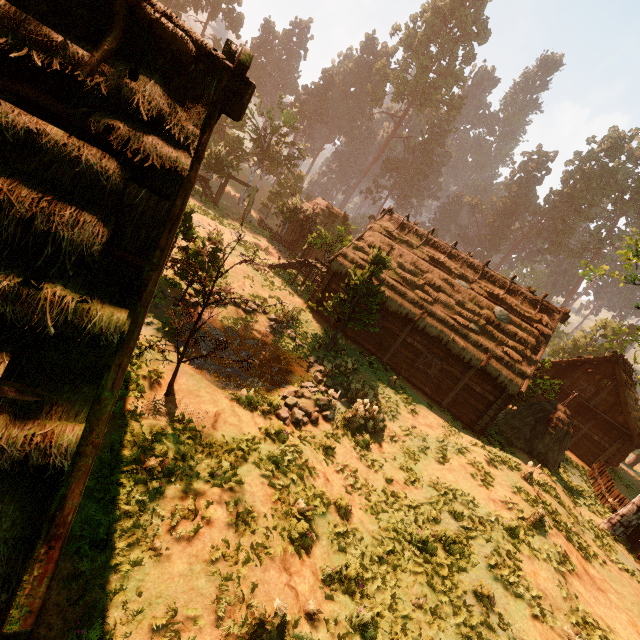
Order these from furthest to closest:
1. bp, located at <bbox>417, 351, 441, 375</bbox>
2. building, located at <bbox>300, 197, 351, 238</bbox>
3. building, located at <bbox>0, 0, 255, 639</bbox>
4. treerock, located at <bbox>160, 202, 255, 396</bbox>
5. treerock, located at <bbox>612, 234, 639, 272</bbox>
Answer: building, located at <bbox>300, 197, 351, 238</bbox>, bp, located at <bbox>417, 351, 441, 375</bbox>, treerock, located at <bbox>612, 234, 639, 272</bbox>, treerock, located at <bbox>160, 202, 255, 396</bbox>, building, located at <bbox>0, 0, 255, 639</bbox>

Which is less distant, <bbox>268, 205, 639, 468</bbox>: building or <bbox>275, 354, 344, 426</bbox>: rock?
<bbox>275, 354, 344, 426</bbox>: rock

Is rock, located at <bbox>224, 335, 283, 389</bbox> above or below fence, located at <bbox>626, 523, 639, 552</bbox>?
Result: below

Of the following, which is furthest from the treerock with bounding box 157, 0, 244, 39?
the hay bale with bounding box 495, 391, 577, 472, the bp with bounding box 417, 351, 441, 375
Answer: the bp with bounding box 417, 351, 441, 375

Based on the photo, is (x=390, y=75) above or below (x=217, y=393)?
above

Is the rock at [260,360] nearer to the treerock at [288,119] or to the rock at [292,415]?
the rock at [292,415]

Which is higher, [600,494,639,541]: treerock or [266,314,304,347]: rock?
[600,494,639,541]: treerock

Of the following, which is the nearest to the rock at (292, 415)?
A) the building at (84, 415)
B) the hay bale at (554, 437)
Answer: the building at (84, 415)
